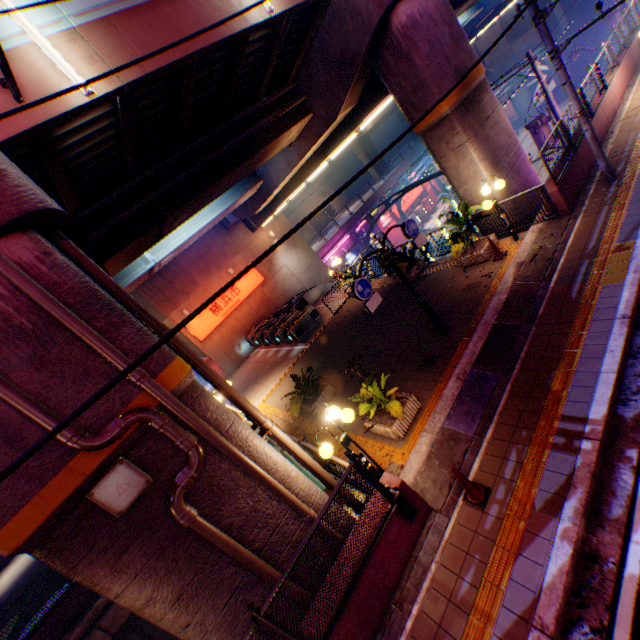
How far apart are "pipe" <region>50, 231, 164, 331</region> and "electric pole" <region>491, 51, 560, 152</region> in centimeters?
1833cm

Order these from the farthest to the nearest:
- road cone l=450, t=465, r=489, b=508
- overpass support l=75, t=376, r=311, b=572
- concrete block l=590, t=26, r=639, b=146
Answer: concrete block l=590, t=26, r=639, b=146 < road cone l=450, t=465, r=489, b=508 < overpass support l=75, t=376, r=311, b=572

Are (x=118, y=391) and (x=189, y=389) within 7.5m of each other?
yes

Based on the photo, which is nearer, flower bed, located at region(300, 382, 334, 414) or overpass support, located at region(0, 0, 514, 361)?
overpass support, located at region(0, 0, 514, 361)

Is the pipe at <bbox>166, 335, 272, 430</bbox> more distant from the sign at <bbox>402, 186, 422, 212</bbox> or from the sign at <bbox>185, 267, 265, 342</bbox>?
the sign at <bbox>402, 186, 422, 212</bbox>

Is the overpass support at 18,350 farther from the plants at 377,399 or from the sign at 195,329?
the sign at 195,329

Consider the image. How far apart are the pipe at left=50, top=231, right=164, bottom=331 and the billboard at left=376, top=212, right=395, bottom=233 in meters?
33.5 m

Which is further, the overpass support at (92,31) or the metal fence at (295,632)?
the overpass support at (92,31)
